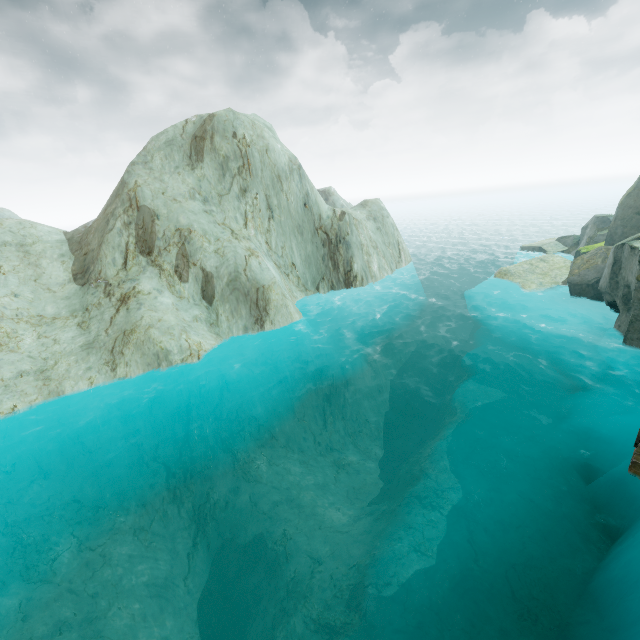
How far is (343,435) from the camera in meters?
20.5
